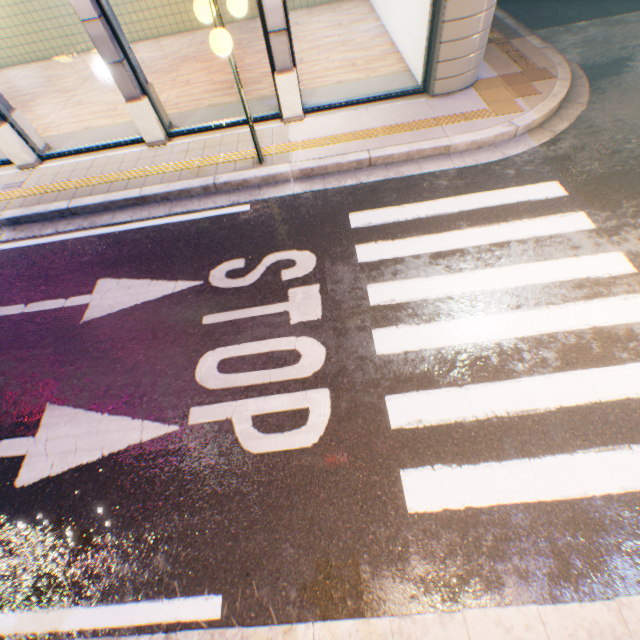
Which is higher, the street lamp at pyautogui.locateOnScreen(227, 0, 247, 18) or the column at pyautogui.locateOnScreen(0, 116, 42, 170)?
the street lamp at pyautogui.locateOnScreen(227, 0, 247, 18)

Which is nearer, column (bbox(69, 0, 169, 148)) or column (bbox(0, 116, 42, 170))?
column (bbox(69, 0, 169, 148))

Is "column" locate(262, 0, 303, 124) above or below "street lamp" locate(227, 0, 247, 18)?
below

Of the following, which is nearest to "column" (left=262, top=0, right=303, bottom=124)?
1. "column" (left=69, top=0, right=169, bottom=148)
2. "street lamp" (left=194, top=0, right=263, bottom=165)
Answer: "street lamp" (left=194, top=0, right=263, bottom=165)

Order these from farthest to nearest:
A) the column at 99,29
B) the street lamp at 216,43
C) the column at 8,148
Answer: the column at 8,148
the column at 99,29
the street lamp at 216,43

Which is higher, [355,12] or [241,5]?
[241,5]

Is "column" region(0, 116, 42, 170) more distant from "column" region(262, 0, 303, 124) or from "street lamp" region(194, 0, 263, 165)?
"column" region(262, 0, 303, 124)

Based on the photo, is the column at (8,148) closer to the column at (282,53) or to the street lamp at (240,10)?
the street lamp at (240,10)
